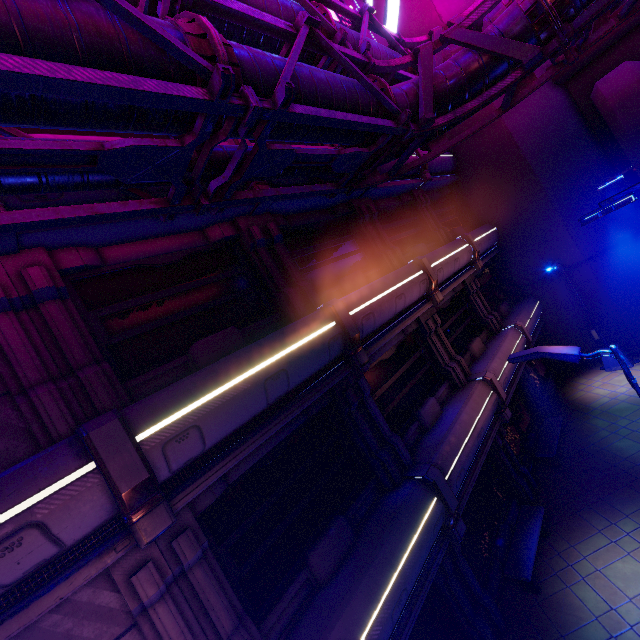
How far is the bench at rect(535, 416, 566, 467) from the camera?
12.0 meters

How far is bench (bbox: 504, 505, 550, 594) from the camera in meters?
8.5

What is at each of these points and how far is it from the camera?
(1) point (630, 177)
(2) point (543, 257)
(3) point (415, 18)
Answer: (1) wall arch, 15.1 meters
(2) building, 17.0 meters
(3) building, 16.9 meters

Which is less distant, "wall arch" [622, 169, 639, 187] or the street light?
the street light

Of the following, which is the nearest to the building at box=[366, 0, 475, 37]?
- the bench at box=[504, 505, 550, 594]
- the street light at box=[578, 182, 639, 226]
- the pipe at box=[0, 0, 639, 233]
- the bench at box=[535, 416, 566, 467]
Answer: the pipe at box=[0, 0, 639, 233]

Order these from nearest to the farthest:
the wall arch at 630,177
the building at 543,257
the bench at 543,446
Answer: the bench at 543,446 → the wall arch at 630,177 → the building at 543,257

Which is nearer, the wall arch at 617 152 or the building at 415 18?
the wall arch at 617 152

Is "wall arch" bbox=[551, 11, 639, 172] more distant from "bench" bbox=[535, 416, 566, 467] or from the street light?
the street light
